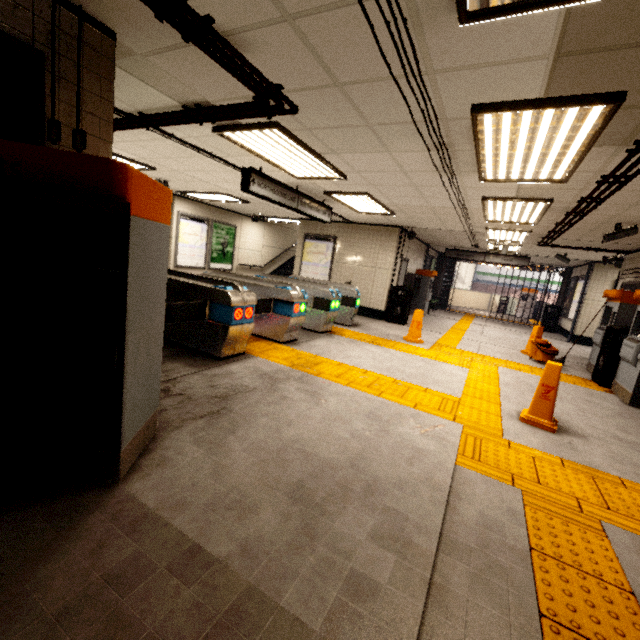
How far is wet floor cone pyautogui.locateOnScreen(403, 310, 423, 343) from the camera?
7.6m

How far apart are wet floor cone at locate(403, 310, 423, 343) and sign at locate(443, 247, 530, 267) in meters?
6.6

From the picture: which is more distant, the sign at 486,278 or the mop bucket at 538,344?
the sign at 486,278

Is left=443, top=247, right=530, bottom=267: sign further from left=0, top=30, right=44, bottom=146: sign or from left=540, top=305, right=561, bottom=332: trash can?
left=0, top=30, right=44, bottom=146: sign

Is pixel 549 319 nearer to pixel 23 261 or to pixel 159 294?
pixel 159 294

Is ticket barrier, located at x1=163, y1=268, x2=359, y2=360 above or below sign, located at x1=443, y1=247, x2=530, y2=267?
below

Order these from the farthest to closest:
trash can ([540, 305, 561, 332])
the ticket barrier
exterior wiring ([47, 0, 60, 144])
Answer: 1. trash can ([540, 305, 561, 332])
2. the ticket barrier
3. exterior wiring ([47, 0, 60, 144])

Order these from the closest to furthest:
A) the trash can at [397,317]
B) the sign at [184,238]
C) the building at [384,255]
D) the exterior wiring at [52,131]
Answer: the exterior wiring at [52,131] → the building at [384,255] → the trash can at [397,317] → the sign at [184,238]
